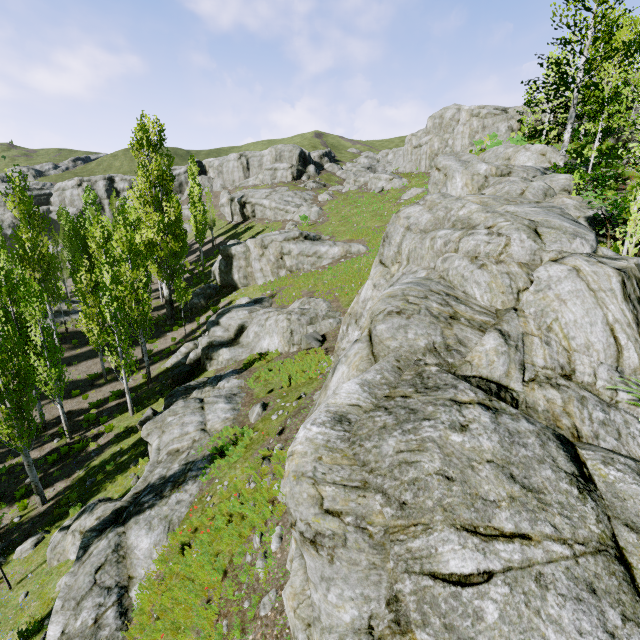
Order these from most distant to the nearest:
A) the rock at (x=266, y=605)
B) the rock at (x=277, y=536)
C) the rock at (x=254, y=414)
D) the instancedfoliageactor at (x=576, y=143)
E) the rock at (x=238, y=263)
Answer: the rock at (x=238, y=263)
the rock at (x=254, y=414)
the instancedfoliageactor at (x=576, y=143)
the rock at (x=277, y=536)
the rock at (x=266, y=605)

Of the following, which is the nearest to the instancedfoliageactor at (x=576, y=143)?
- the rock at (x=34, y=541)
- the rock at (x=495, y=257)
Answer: the rock at (x=495, y=257)

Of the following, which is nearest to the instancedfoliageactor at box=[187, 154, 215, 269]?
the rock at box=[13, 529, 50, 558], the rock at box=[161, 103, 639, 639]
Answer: the rock at box=[161, 103, 639, 639]

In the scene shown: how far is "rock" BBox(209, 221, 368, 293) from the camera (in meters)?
29.23

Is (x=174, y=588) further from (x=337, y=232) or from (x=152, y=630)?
(x=337, y=232)

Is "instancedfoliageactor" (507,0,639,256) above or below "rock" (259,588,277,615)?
above

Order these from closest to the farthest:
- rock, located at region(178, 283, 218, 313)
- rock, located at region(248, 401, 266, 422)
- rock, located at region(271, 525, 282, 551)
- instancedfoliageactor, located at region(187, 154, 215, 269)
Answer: rock, located at region(271, 525, 282, 551) < rock, located at region(248, 401, 266, 422) < rock, located at region(178, 283, 218, 313) < instancedfoliageactor, located at region(187, 154, 215, 269)
